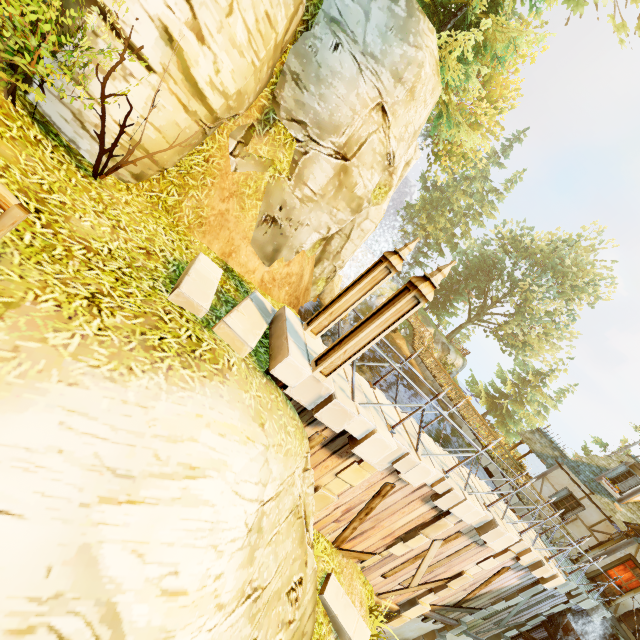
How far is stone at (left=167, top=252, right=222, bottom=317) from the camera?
4.5 meters

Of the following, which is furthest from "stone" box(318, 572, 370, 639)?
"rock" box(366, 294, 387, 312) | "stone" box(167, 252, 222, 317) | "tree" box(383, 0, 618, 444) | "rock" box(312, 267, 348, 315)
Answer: "rock" box(366, 294, 387, 312)

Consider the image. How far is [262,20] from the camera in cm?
565

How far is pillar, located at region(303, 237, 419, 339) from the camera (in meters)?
5.96

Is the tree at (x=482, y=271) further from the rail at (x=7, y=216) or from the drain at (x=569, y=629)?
the drain at (x=569, y=629)

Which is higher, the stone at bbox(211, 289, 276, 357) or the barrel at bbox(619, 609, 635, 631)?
the barrel at bbox(619, 609, 635, 631)

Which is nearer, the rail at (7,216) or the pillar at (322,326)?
the rail at (7,216)

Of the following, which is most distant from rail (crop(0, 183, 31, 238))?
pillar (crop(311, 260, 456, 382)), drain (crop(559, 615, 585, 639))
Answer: drain (crop(559, 615, 585, 639))
